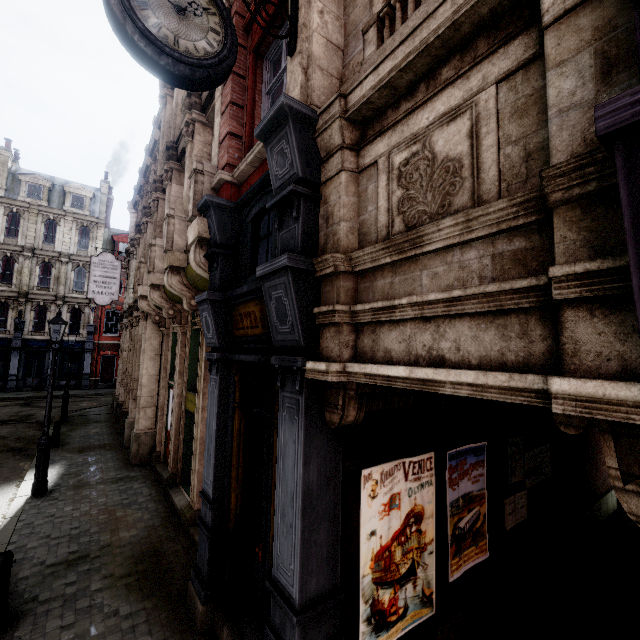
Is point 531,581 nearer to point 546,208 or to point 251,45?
point 546,208

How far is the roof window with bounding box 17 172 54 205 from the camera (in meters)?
29.03

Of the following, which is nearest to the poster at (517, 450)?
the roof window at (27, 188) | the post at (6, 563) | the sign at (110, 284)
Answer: the post at (6, 563)

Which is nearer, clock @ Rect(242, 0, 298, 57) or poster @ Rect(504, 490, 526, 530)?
clock @ Rect(242, 0, 298, 57)

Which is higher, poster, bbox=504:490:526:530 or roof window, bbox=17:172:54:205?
roof window, bbox=17:172:54:205

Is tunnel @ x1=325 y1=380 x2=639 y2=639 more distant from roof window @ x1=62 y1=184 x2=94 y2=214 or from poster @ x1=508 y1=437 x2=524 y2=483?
roof window @ x1=62 y1=184 x2=94 y2=214

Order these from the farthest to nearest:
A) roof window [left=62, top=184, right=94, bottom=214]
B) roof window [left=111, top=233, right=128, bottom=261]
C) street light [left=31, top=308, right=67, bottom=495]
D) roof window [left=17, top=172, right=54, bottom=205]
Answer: roof window [left=111, top=233, right=128, bottom=261], roof window [left=62, top=184, right=94, bottom=214], roof window [left=17, top=172, right=54, bottom=205], street light [left=31, top=308, right=67, bottom=495]

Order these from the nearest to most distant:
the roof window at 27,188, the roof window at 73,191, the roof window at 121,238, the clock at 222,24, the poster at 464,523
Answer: the clock at 222,24 < the poster at 464,523 < the roof window at 27,188 < the roof window at 73,191 < the roof window at 121,238
